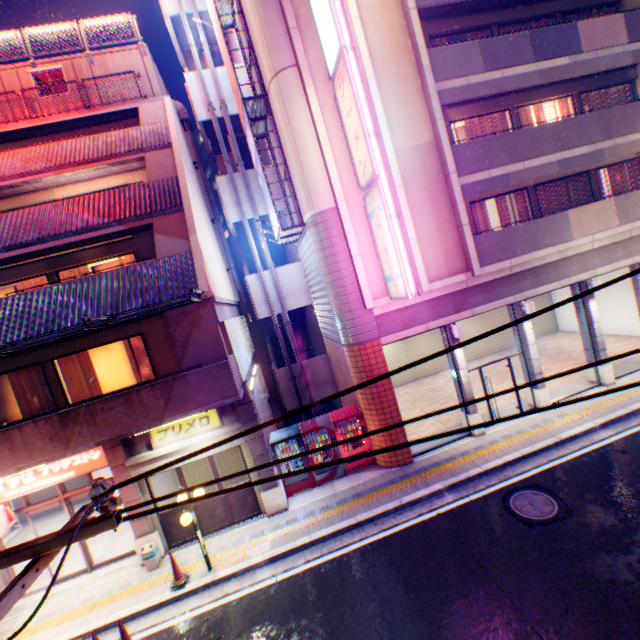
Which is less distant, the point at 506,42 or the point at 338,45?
the point at 338,45

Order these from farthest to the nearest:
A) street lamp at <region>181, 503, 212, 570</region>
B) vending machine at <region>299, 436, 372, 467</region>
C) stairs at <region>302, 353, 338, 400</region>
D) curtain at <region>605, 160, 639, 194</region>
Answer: stairs at <region>302, 353, 338, 400</region> < curtain at <region>605, 160, 639, 194</region> < vending machine at <region>299, 436, 372, 467</region> < street lamp at <region>181, 503, 212, 570</region>

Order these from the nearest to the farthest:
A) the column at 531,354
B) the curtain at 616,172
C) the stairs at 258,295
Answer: the column at 531,354, the curtain at 616,172, the stairs at 258,295

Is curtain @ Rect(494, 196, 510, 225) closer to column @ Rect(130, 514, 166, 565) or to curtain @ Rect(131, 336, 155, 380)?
curtain @ Rect(131, 336, 155, 380)

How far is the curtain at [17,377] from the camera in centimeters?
982cm

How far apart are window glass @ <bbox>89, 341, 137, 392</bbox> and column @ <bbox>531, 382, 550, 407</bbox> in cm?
1272

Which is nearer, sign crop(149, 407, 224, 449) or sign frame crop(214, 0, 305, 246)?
sign crop(149, 407, 224, 449)

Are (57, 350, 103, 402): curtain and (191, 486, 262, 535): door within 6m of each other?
yes
